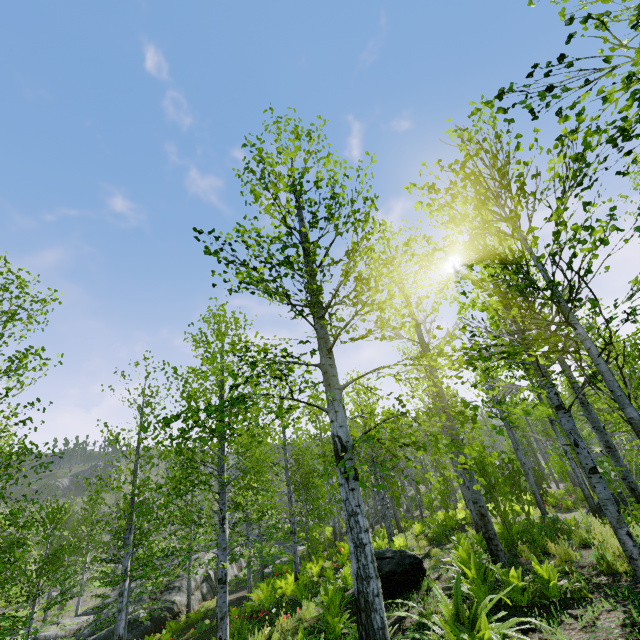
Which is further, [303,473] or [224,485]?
[303,473]

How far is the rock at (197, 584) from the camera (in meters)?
20.75

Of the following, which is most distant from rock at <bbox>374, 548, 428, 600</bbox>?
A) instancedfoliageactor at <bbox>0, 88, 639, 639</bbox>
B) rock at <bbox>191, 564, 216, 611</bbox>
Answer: rock at <bbox>191, 564, 216, 611</bbox>

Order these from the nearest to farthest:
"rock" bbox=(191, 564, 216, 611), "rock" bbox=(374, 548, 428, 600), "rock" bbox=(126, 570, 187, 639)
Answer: "rock" bbox=(374, 548, 428, 600)
"rock" bbox=(126, 570, 187, 639)
"rock" bbox=(191, 564, 216, 611)

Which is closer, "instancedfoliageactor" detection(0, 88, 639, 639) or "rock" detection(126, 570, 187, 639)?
"instancedfoliageactor" detection(0, 88, 639, 639)

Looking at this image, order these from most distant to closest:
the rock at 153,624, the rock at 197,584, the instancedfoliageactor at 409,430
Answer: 1. the rock at 197,584
2. the rock at 153,624
3. the instancedfoliageactor at 409,430

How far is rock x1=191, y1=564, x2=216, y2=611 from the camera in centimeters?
2075cm

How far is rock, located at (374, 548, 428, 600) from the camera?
7.09m
